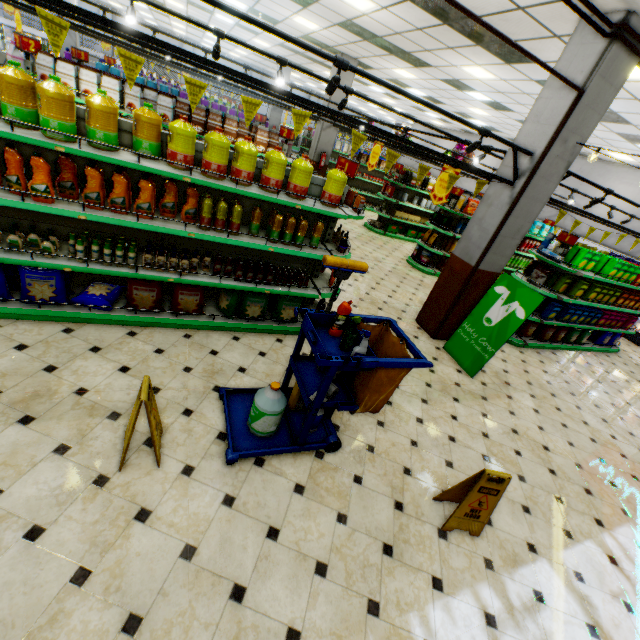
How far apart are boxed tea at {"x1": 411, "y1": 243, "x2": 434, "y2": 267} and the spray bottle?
7.77m

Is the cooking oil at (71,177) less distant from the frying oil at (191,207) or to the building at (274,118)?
the frying oil at (191,207)

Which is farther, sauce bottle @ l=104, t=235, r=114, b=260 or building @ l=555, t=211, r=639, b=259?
building @ l=555, t=211, r=639, b=259

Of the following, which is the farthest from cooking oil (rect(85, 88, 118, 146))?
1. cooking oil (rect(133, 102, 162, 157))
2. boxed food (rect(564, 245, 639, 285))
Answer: boxed food (rect(564, 245, 639, 285))

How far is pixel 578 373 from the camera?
7.1 meters

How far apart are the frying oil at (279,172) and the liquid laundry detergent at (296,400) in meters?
2.2 m

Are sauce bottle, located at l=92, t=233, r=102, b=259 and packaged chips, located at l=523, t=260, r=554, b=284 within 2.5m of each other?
no

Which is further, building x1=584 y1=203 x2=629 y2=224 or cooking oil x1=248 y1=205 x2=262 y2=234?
building x1=584 y1=203 x2=629 y2=224
